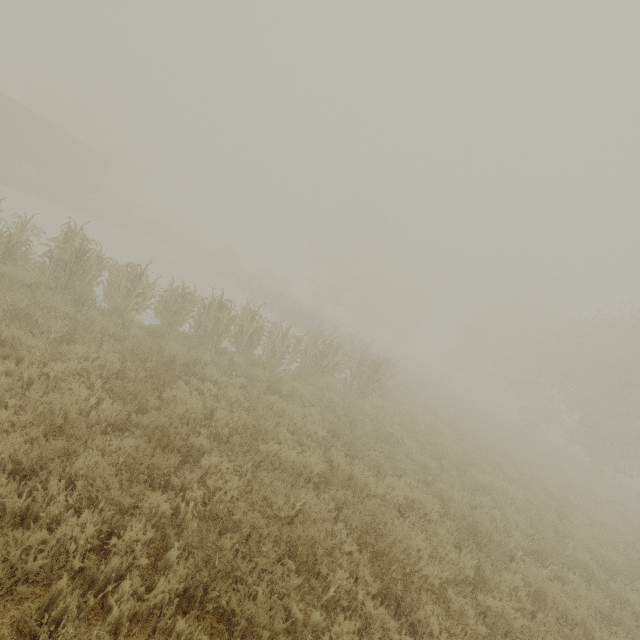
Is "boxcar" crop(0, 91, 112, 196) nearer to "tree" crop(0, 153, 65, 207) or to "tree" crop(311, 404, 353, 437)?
"tree" crop(0, 153, 65, 207)

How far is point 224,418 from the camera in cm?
558

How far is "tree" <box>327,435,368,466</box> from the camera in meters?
6.4

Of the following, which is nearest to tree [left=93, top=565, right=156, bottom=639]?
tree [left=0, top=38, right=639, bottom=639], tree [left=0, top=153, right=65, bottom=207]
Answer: tree [left=0, top=38, right=639, bottom=639]

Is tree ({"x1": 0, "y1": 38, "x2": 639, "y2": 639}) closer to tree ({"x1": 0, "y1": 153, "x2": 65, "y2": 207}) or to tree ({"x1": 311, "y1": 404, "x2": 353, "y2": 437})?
tree ({"x1": 311, "y1": 404, "x2": 353, "y2": 437})

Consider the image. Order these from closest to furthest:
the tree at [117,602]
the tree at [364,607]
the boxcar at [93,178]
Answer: the tree at [117,602] < the tree at [364,607] < the boxcar at [93,178]

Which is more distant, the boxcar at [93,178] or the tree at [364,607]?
the boxcar at [93,178]
